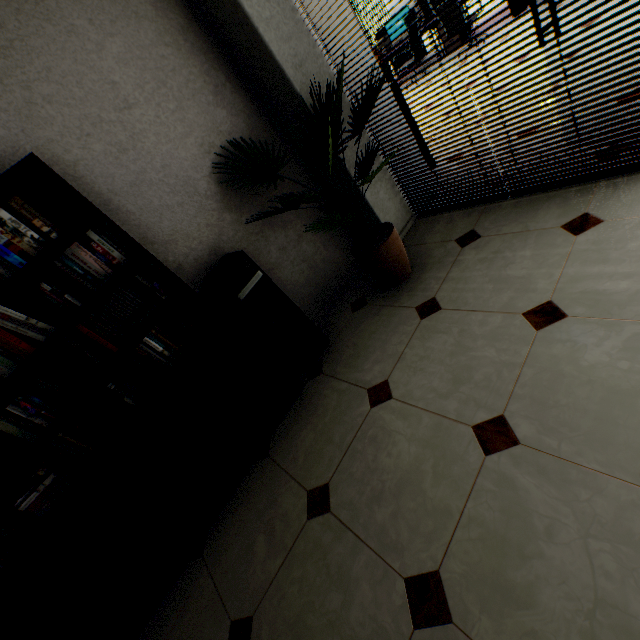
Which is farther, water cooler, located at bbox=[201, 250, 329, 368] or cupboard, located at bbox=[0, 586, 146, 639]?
water cooler, located at bbox=[201, 250, 329, 368]

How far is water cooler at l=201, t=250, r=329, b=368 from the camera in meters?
2.3 m

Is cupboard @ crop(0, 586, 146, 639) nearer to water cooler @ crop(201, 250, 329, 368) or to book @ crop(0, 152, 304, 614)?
book @ crop(0, 152, 304, 614)

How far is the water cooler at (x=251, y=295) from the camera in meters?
2.3 m

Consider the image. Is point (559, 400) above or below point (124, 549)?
below

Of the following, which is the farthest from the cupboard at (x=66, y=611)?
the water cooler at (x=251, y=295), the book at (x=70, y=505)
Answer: the water cooler at (x=251, y=295)

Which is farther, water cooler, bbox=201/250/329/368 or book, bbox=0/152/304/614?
water cooler, bbox=201/250/329/368
